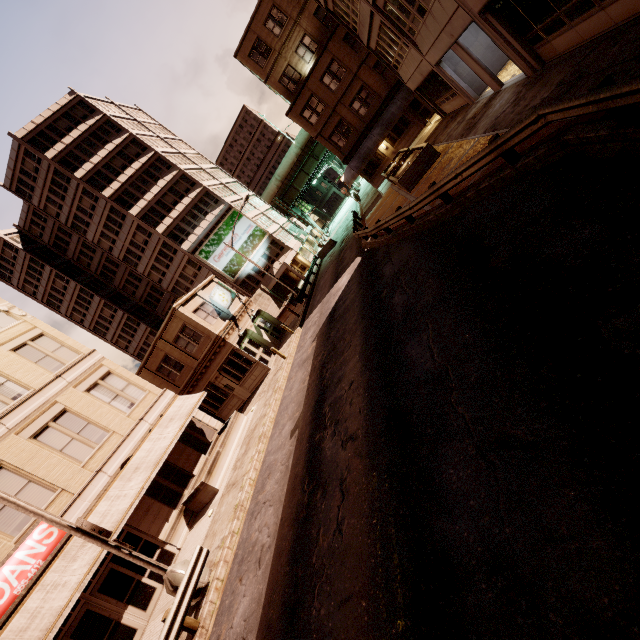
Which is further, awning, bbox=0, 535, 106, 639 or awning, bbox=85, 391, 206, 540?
awning, bbox=85, 391, 206, 540

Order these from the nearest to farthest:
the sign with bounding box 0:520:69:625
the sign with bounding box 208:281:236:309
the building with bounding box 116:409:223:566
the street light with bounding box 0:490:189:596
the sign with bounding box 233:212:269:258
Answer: the street light with bounding box 0:490:189:596 < the sign with bounding box 0:520:69:625 < the building with bounding box 116:409:223:566 < the sign with bounding box 208:281:236:309 < the sign with bounding box 233:212:269:258

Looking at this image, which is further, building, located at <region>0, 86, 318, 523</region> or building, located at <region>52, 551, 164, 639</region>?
building, located at <region>0, 86, 318, 523</region>

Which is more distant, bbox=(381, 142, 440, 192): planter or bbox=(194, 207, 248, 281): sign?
bbox=(194, 207, 248, 281): sign

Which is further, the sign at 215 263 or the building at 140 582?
the sign at 215 263

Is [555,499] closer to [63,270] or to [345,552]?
[345,552]

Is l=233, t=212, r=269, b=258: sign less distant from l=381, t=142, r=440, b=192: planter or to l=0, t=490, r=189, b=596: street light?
l=381, t=142, r=440, b=192: planter

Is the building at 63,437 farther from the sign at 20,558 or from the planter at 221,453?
the sign at 20,558
